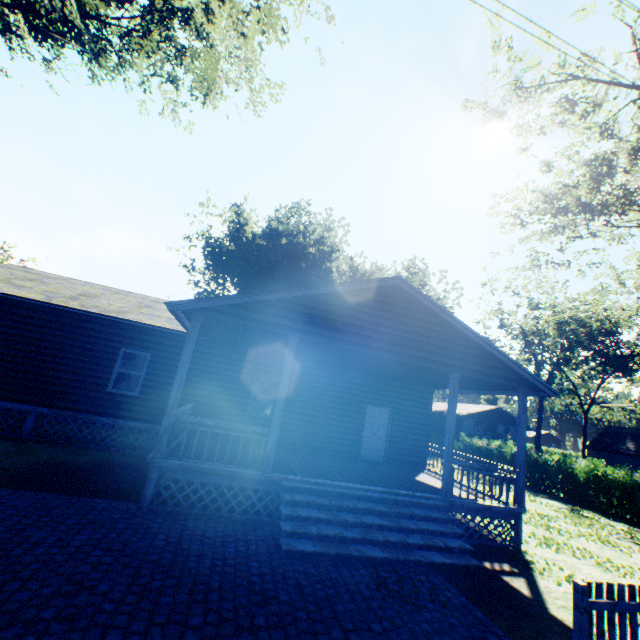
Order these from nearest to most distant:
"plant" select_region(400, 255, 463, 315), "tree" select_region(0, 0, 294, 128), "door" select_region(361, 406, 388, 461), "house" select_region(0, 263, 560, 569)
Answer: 1. "house" select_region(0, 263, 560, 569)
2. "tree" select_region(0, 0, 294, 128)
3. "door" select_region(361, 406, 388, 461)
4. "plant" select_region(400, 255, 463, 315)

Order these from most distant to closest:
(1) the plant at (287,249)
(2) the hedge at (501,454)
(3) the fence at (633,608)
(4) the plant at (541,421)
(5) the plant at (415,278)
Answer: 1. (5) the plant at (415,278)
2. (4) the plant at (541,421)
3. (1) the plant at (287,249)
4. (2) the hedge at (501,454)
5. (3) the fence at (633,608)

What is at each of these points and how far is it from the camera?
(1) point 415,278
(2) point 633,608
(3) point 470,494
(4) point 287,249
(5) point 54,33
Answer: (1) plant, 45.8m
(2) fence, 4.3m
(3) house, 10.2m
(4) plant, 43.0m
(5) tree, 13.5m

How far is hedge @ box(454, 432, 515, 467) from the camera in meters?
23.7 m

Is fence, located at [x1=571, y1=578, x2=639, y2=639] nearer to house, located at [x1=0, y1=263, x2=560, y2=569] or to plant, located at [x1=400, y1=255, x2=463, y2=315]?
house, located at [x1=0, y1=263, x2=560, y2=569]

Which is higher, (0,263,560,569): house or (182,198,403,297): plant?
(182,198,403,297): plant

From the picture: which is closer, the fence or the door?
the fence

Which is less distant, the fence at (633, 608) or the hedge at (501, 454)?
the fence at (633, 608)
